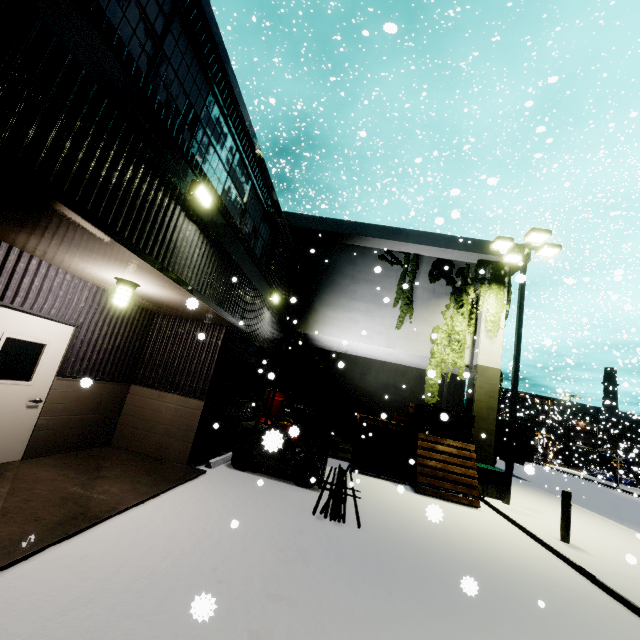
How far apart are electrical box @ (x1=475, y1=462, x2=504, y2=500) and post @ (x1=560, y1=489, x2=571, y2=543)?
3.30m

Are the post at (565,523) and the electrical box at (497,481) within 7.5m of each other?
yes

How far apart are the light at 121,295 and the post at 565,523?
10.9m

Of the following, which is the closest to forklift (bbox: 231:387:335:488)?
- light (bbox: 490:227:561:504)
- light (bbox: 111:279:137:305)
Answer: light (bbox: 111:279:137:305)

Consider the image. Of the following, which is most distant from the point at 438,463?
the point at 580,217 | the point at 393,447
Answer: the point at 580,217

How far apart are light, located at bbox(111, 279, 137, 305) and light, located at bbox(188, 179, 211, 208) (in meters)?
1.83

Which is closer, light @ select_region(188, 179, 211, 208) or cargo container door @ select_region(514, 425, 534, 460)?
light @ select_region(188, 179, 211, 208)

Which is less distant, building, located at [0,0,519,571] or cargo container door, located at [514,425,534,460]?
building, located at [0,0,519,571]
